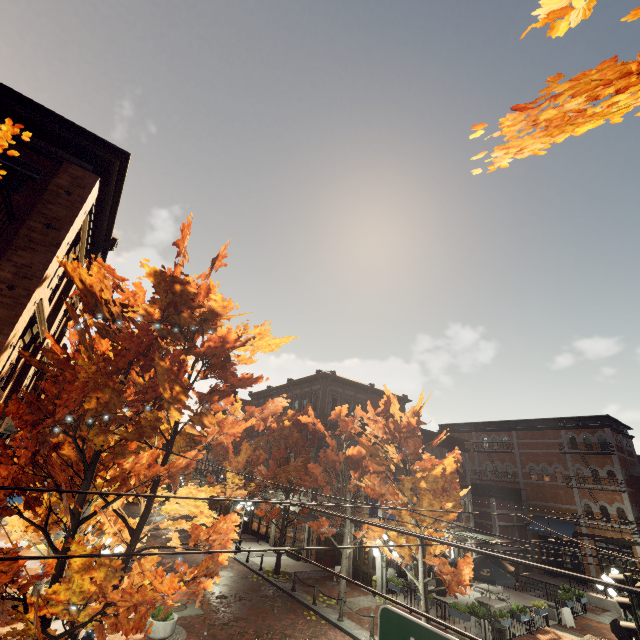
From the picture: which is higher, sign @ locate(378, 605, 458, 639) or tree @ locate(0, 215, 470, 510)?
tree @ locate(0, 215, 470, 510)

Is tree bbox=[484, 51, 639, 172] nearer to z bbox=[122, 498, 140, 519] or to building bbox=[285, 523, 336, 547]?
building bbox=[285, 523, 336, 547]

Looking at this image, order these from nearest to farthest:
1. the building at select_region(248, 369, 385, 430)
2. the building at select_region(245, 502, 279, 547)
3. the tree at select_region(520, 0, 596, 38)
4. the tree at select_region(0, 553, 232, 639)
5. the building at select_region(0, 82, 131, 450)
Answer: the tree at select_region(520, 0, 596, 38)
the tree at select_region(0, 553, 232, 639)
the building at select_region(0, 82, 131, 450)
the building at select_region(245, 502, 279, 547)
the building at select_region(248, 369, 385, 430)

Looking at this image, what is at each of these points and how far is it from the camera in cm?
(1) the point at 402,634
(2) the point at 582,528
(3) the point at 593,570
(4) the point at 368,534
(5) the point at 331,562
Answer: (1) sign, 275
(2) building, 2455
(3) building, 2333
(4) tree, 1783
(5) building, 2298

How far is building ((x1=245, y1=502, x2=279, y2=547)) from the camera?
27.2 meters

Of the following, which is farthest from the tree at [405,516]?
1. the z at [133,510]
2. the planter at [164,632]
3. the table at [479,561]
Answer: the table at [479,561]

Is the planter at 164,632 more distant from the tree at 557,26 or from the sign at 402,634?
the sign at 402,634

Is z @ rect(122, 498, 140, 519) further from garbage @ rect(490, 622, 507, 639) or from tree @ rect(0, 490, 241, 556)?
garbage @ rect(490, 622, 507, 639)
